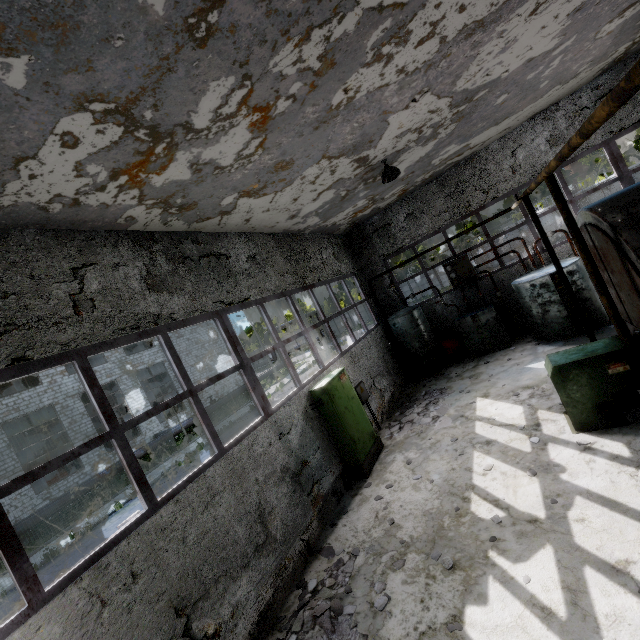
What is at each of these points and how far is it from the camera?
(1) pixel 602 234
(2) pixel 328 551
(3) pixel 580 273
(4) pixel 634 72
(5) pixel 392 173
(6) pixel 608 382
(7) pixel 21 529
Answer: (1) boiler tank, 4.9 meters
(2) concrete debris, 6.0 meters
(3) boiler group, 9.8 meters
(4) pipe, 1.9 meters
(5) ceiling lamp, 8.4 meters
(6) boiler tank, 5.6 meters
(7) pipe, 16.3 meters

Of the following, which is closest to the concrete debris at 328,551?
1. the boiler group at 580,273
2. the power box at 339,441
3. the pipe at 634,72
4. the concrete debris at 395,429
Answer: the power box at 339,441

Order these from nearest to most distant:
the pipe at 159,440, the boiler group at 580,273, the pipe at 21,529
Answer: the boiler group at 580,273, the pipe at 21,529, the pipe at 159,440

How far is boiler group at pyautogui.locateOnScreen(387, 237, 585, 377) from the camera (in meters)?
9.92

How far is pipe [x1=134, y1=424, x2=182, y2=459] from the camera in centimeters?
2208cm

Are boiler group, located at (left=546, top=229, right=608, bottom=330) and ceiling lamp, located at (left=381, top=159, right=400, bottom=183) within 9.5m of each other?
yes

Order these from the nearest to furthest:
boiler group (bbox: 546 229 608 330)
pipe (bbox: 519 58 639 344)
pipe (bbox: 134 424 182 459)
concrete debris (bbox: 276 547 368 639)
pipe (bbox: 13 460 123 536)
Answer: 1. pipe (bbox: 519 58 639 344)
2. concrete debris (bbox: 276 547 368 639)
3. boiler group (bbox: 546 229 608 330)
4. pipe (bbox: 13 460 123 536)
5. pipe (bbox: 134 424 182 459)

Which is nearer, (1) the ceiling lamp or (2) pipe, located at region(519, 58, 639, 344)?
(2) pipe, located at region(519, 58, 639, 344)
